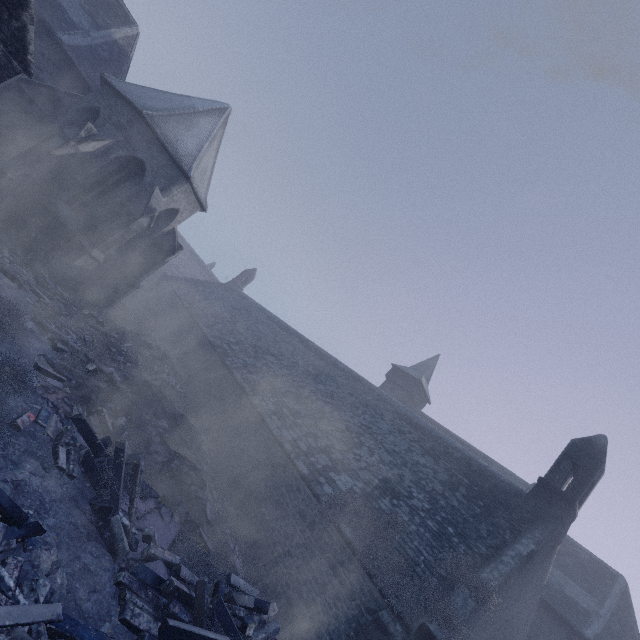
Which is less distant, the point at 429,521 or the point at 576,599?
the point at 429,521

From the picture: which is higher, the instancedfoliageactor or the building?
the building

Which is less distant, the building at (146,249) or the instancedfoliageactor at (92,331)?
the instancedfoliageactor at (92,331)

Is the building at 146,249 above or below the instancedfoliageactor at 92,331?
above

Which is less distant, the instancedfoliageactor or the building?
the instancedfoliageactor
